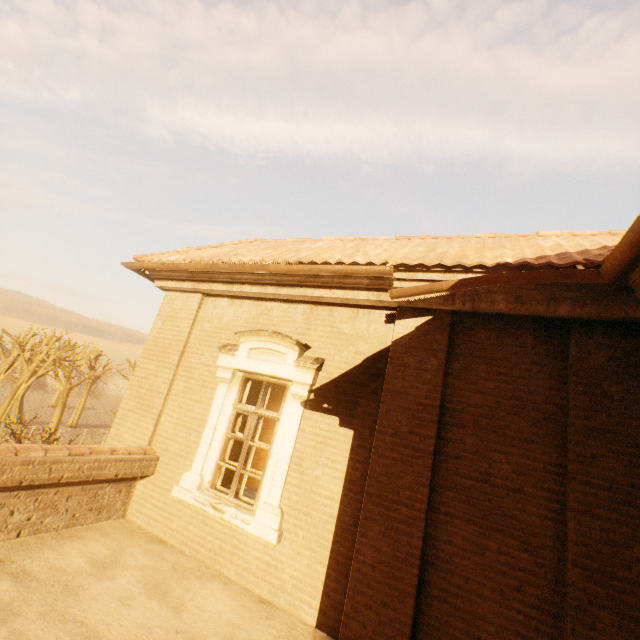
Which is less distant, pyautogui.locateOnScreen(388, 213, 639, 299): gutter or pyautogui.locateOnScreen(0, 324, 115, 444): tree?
pyautogui.locateOnScreen(388, 213, 639, 299): gutter

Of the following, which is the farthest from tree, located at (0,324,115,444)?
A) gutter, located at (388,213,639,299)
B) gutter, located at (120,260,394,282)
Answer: gutter, located at (388,213,639,299)

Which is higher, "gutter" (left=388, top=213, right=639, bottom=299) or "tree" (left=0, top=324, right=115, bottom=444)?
"gutter" (left=388, top=213, right=639, bottom=299)

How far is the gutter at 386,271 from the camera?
4.4 meters

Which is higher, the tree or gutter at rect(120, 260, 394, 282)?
gutter at rect(120, 260, 394, 282)

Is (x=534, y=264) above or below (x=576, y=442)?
above

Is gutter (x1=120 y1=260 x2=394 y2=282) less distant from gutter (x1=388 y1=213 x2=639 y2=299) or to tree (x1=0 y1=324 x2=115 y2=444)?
gutter (x1=388 y1=213 x2=639 y2=299)

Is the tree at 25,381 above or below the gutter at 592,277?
below
